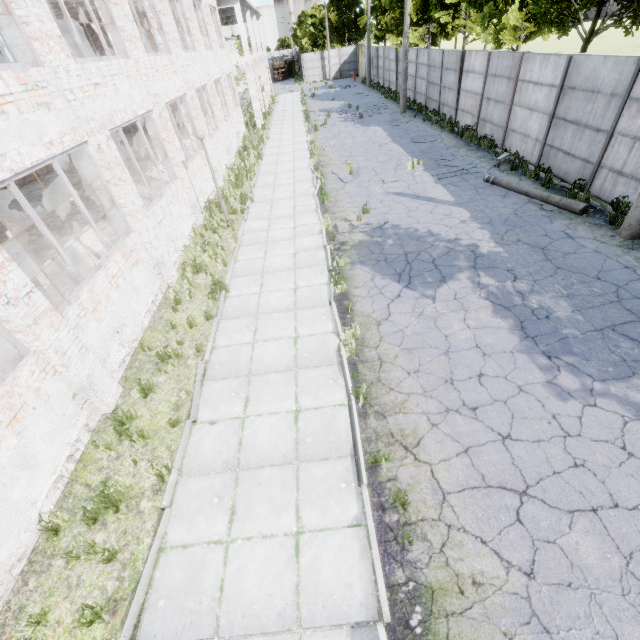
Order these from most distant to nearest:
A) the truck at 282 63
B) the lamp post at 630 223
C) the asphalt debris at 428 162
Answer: the truck at 282 63, the asphalt debris at 428 162, the lamp post at 630 223

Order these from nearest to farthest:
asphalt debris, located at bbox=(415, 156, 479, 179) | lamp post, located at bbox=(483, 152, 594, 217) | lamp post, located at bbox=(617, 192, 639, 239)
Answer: lamp post, located at bbox=(617, 192, 639, 239), lamp post, located at bbox=(483, 152, 594, 217), asphalt debris, located at bbox=(415, 156, 479, 179)

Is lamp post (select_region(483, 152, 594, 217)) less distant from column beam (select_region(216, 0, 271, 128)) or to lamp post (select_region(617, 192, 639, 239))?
lamp post (select_region(617, 192, 639, 239))

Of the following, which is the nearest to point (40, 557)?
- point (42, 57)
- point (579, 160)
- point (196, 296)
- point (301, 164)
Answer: point (196, 296)

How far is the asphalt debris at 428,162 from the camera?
14.05m

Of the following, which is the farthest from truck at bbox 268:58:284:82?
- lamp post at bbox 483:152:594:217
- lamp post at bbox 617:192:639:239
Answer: lamp post at bbox 617:192:639:239

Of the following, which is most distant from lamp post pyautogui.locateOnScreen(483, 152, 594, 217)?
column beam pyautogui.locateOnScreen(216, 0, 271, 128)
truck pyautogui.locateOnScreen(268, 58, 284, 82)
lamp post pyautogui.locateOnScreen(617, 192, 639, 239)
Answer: truck pyautogui.locateOnScreen(268, 58, 284, 82)
